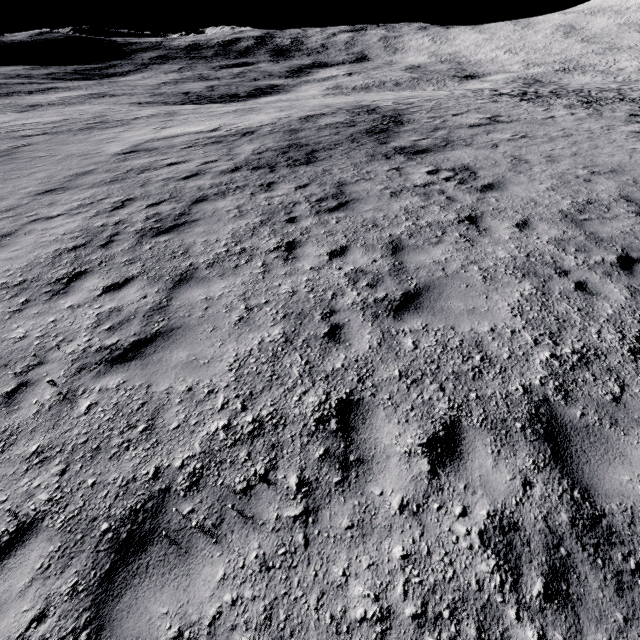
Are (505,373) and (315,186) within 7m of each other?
no
